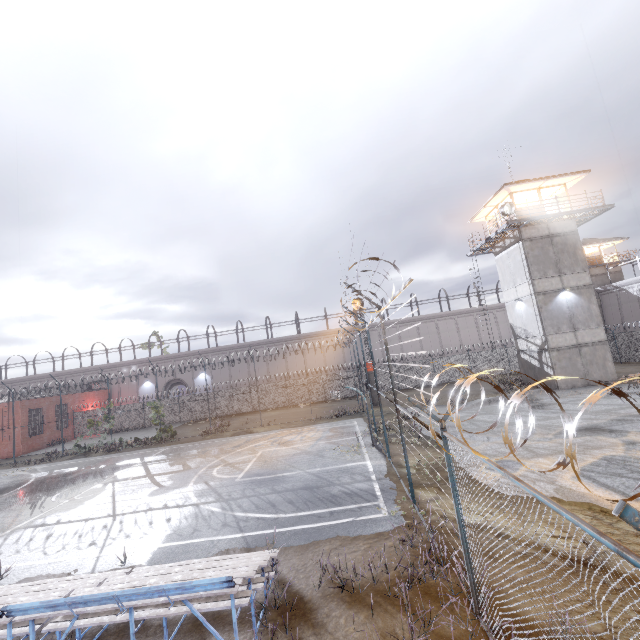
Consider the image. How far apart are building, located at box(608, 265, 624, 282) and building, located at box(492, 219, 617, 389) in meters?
23.6

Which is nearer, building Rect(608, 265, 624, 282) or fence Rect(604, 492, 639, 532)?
fence Rect(604, 492, 639, 532)

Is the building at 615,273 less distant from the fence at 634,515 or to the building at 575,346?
the fence at 634,515

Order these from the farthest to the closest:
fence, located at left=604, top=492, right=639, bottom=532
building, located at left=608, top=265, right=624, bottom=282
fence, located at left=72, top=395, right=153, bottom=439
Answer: building, located at left=608, top=265, right=624, bottom=282 → fence, located at left=72, top=395, right=153, bottom=439 → fence, located at left=604, top=492, right=639, bottom=532

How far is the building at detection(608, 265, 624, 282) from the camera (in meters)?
40.59

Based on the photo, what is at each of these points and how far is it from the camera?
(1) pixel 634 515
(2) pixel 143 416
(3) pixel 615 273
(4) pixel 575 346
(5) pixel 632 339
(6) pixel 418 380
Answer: (1) fence, 1.3 meters
(2) fence, 35.2 meters
(3) building, 40.7 meters
(4) building, 22.1 meters
(5) fence, 28.3 meters
(6) fence, 34.3 meters

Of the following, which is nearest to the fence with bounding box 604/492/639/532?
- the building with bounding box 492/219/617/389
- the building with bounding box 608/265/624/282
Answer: the building with bounding box 492/219/617/389

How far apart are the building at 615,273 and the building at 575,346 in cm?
2362
